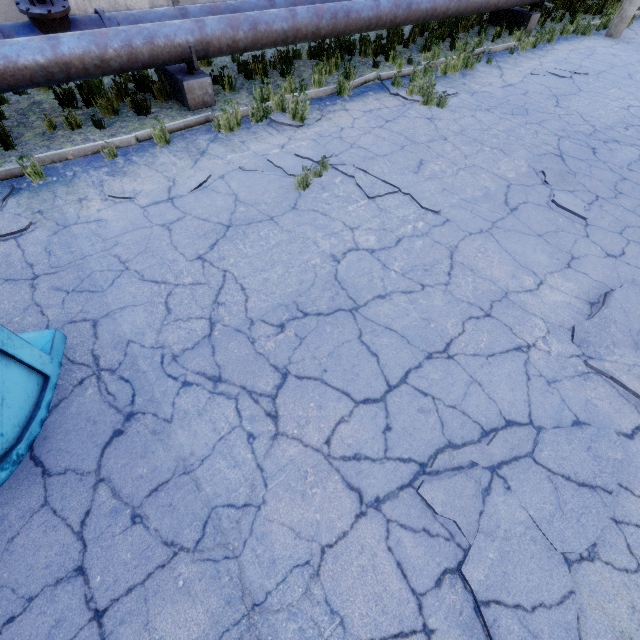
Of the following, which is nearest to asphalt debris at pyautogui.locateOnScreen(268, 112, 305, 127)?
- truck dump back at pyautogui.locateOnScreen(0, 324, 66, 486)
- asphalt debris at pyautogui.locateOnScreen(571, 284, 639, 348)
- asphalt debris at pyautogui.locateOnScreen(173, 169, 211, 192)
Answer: asphalt debris at pyautogui.locateOnScreen(173, 169, 211, 192)

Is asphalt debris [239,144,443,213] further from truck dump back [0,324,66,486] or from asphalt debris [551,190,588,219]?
truck dump back [0,324,66,486]

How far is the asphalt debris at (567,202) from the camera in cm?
486

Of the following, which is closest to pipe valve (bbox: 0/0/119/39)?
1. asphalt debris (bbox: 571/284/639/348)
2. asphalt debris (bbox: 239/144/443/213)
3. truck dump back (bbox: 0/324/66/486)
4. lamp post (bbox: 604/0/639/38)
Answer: Answer: asphalt debris (bbox: 239/144/443/213)

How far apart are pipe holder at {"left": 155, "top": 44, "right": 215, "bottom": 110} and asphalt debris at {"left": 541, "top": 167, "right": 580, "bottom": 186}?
6.4 meters

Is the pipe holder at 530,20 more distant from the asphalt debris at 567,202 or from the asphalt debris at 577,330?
the asphalt debris at 577,330

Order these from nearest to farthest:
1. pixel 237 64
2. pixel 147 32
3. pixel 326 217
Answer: pixel 326 217
pixel 147 32
pixel 237 64

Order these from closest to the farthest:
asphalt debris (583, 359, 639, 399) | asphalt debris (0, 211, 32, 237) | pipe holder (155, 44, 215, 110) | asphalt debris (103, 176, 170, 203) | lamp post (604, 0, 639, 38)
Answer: asphalt debris (583, 359, 639, 399) < asphalt debris (0, 211, 32, 237) < asphalt debris (103, 176, 170, 203) < pipe holder (155, 44, 215, 110) < lamp post (604, 0, 639, 38)
